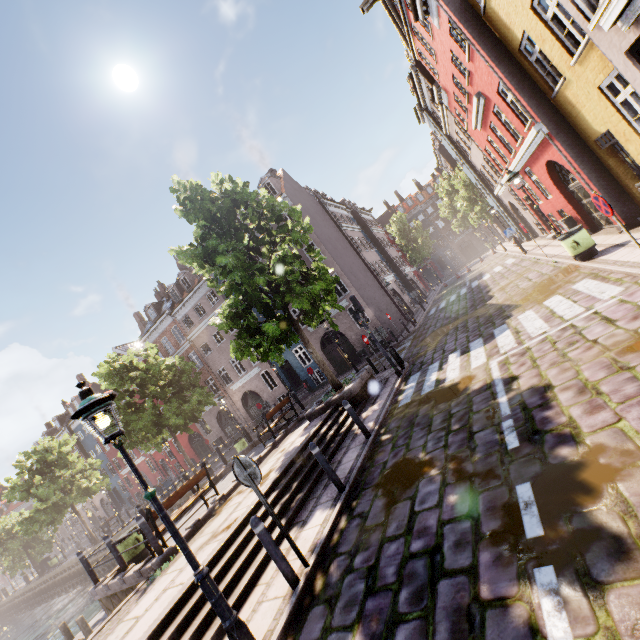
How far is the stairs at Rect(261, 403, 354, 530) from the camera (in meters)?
7.02

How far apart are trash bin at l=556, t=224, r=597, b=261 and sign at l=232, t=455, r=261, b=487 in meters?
11.2 m

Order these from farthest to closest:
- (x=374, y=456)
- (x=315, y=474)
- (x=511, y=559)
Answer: (x=315, y=474)
(x=374, y=456)
(x=511, y=559)

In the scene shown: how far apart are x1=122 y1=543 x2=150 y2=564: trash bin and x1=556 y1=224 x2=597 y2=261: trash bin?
16.29m

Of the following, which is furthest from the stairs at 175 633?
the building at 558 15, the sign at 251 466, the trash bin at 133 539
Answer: the building at 558 15

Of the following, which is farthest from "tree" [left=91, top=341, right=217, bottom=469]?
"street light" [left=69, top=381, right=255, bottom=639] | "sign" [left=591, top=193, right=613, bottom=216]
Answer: "sign" [left=591, top=193, right=613, bottom=216]

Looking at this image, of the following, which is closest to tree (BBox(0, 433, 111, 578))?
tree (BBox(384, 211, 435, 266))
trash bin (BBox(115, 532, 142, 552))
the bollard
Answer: trash bin (BBox(115, 532, 142, 552))

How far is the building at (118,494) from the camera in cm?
4047
